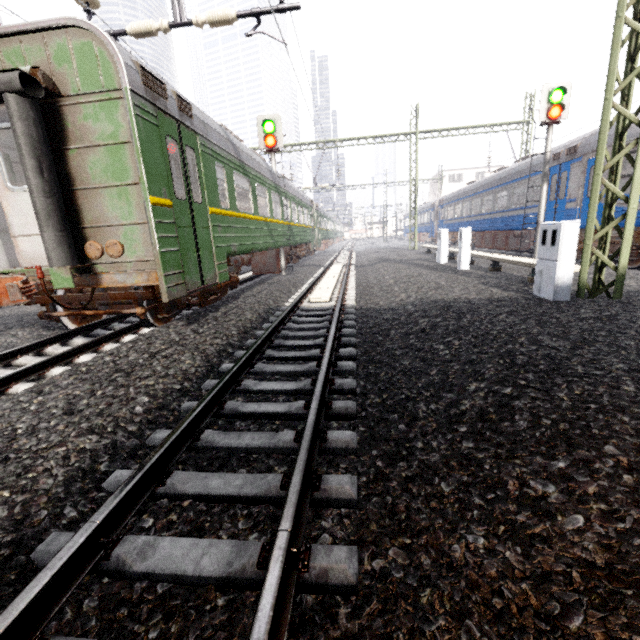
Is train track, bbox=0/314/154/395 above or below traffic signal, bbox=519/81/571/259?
below

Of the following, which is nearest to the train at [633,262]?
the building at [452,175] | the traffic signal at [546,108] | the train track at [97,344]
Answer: the traffic signal at [546,108]

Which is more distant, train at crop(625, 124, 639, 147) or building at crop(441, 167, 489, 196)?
building at crop(441, 167, 489, 196)

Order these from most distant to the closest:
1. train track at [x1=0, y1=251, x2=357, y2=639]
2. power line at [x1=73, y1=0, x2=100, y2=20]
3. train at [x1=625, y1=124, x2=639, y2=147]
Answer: train at [x1=625, y1=124, x2=639, y2=147] → power line at [x1=73, y1=0, x2=100, y2=20] → train track at [x1=0, y1=251, x2=357, y2=639]

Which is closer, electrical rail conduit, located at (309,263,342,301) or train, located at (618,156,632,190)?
electrical rail conduit, located at (309,263,342,301)

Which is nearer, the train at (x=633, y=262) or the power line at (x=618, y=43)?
the power line at (x=618, y=43)

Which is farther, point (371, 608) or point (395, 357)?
point (395, 357)

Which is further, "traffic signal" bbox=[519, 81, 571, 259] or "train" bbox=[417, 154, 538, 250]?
"train" bbox=[417, 154, 538, 250]
